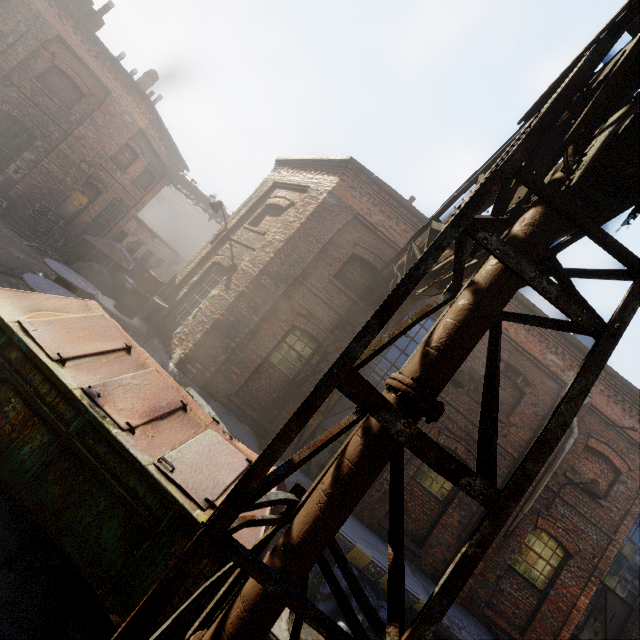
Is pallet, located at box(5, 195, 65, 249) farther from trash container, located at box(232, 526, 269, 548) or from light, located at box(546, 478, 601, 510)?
light, located at box(546, 478, 601, 510)

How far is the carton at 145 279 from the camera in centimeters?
857cm

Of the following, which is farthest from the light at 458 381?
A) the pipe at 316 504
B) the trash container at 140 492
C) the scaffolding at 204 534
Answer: the scaffolding at 204 534

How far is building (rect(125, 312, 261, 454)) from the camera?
7.3m

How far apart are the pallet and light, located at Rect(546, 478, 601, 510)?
20.3 meters

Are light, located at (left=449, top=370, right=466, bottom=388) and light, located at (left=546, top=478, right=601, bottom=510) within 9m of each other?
yes

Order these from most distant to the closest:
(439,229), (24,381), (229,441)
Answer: (439,229) → (229,441) → (24,381)

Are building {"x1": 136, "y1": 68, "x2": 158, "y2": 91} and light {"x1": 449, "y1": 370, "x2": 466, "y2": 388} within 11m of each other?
no
